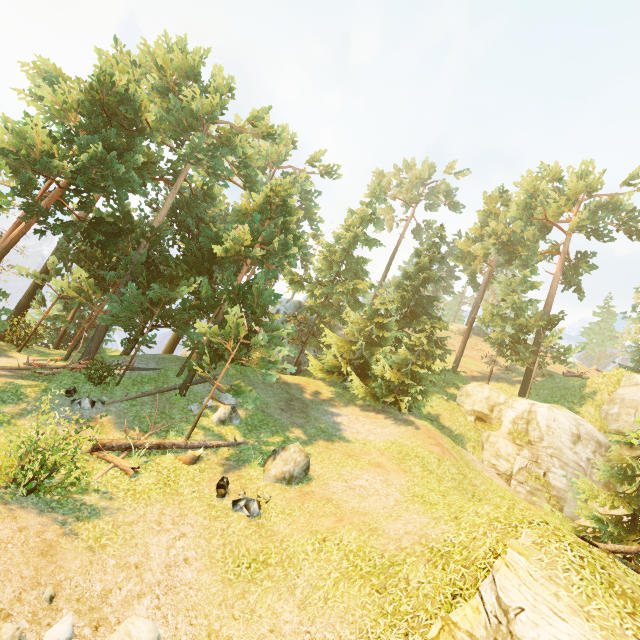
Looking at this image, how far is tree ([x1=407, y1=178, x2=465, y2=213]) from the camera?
57.19m

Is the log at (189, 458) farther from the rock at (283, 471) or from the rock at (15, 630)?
the rock at (15, 630)

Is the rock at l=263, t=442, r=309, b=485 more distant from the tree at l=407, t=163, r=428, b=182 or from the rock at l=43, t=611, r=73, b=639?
the rock at l=43, t=611, r=73, b=639

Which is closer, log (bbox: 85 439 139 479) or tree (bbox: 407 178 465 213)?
log (bbox: 85 439 139 479)

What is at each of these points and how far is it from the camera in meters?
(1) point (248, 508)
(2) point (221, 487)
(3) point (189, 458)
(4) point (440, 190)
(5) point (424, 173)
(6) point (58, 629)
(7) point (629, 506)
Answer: (1) rock, 10.8
(2) rock, 11.6
(3) log, 12.9
(4) tree, 57.3
(5) tree, 58.3
(6) rock, 5.9
(7) tree, 11.8

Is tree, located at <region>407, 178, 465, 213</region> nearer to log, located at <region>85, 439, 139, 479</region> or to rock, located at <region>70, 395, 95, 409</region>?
log, located at <region>85, 439, 139, 479</region>

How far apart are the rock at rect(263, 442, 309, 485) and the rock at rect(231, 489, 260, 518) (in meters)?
1.02

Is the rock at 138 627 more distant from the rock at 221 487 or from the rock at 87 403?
the rock at 87 403
